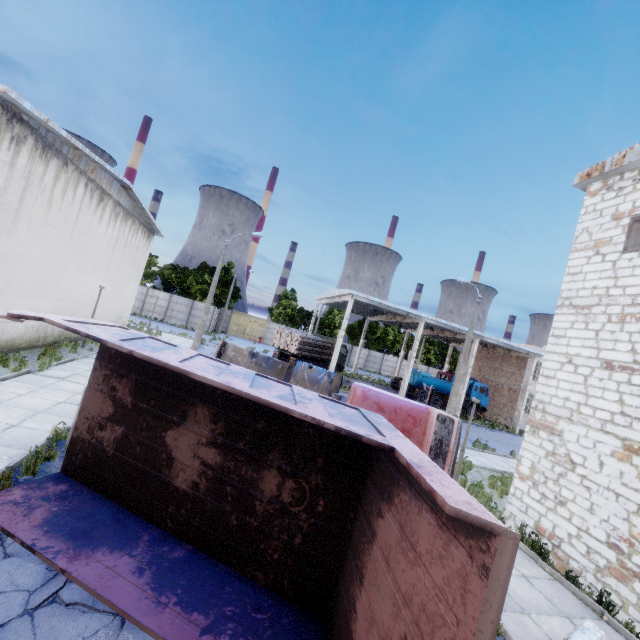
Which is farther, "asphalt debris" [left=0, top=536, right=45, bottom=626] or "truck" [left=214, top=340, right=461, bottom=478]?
"truck" [left=214, top=340, right=461, bottom=478]

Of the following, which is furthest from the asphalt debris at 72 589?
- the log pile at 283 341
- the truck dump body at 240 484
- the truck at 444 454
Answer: the log pile at 283 341

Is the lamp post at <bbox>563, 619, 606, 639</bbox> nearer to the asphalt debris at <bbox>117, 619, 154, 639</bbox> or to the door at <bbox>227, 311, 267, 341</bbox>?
the asphalt debris at <bbox>117, 619, 154, 639</bbox>

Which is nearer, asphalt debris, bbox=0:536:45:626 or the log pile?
asphalt debris, bbox=0:536:45:626

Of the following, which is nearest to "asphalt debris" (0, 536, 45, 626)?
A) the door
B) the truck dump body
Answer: the truck dump body

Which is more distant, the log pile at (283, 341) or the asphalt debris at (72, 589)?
the log pile at (283, 341)

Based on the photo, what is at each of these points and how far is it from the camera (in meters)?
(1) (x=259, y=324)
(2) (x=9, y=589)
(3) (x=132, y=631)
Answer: (1) door, 51.56
(2) asphalt debris, 3.91
(3) asphalt debris, 3.82

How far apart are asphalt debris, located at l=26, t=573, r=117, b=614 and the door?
47.0 meters
